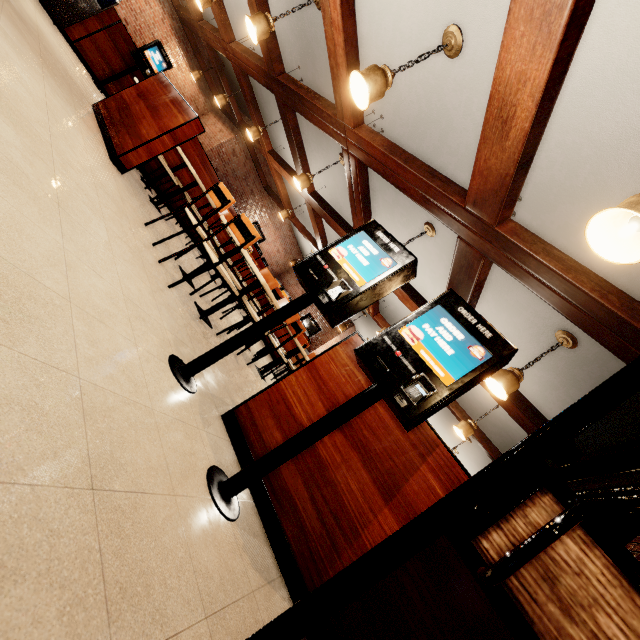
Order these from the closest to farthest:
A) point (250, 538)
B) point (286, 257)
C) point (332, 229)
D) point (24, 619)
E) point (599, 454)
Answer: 1. point (24, 619)
2. point (250, 538)
3. point (599, 454)
4. point (332, 229)
5. point (286, 257)
